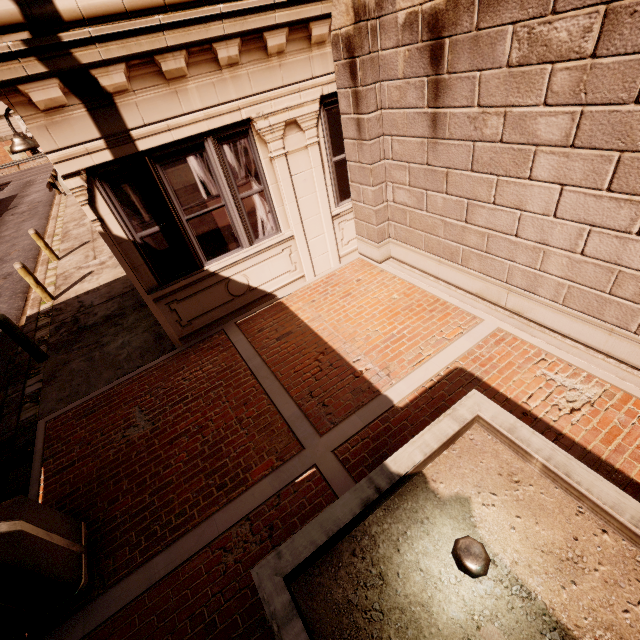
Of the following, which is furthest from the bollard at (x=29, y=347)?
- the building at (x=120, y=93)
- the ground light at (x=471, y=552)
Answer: the ground light at (x=471, y=552)

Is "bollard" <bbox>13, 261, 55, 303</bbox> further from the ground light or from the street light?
the ground light

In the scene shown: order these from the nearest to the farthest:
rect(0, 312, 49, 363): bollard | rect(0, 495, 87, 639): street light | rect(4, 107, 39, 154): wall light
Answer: rect(0, 495, 87, 639): street light → rect(4, 107, 39, 154): wall light → rect(0, 312, 49, 363): bollard

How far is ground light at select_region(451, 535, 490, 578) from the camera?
2.0 meters

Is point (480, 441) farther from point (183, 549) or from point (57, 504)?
point (57, 504)

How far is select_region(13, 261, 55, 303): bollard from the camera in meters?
8.2

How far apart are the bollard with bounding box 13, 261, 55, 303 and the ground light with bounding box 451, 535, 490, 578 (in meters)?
10.84

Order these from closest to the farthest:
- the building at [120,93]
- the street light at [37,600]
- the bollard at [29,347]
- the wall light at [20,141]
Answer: the street light at [37,600], the building at [120,93], the wall light at [20,141], the bollard at [29,347]
